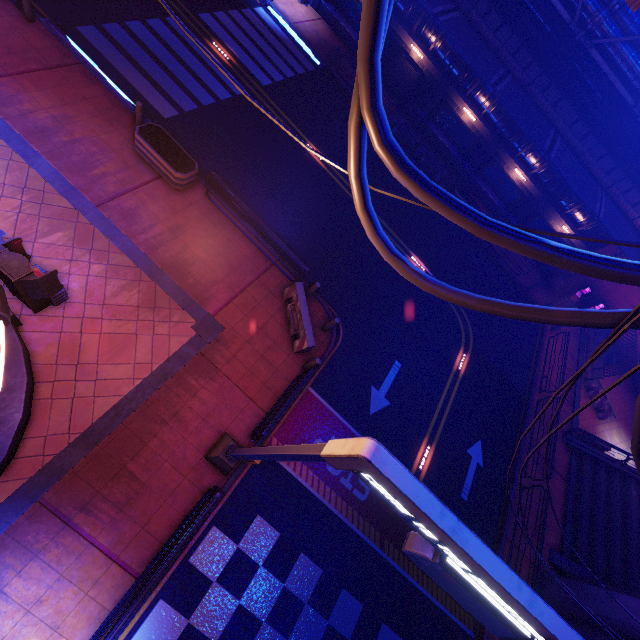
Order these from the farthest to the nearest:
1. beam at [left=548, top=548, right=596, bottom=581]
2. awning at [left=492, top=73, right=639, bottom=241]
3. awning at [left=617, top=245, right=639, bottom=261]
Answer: awning at [left=617, top=245, right=639, bottom=261], awning at [left=492, top=73, right=639, bottom=241], beam at [left=548, top=548, right=596, bottom=581]

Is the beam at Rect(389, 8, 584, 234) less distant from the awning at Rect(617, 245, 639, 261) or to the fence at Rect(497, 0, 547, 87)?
the fence at Rect(497, 0, 547, 87)

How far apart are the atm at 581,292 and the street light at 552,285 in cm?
44

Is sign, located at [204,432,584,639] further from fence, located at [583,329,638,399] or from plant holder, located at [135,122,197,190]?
fence, located at [583,329,638,399]

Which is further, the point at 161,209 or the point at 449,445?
the point at 449,445

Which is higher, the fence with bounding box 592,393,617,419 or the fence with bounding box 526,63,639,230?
the fence with bounding box 526,63,639,230

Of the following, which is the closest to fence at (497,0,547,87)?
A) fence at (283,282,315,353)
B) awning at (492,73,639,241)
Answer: awning at (492,73,639,241)

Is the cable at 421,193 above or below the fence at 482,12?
above
